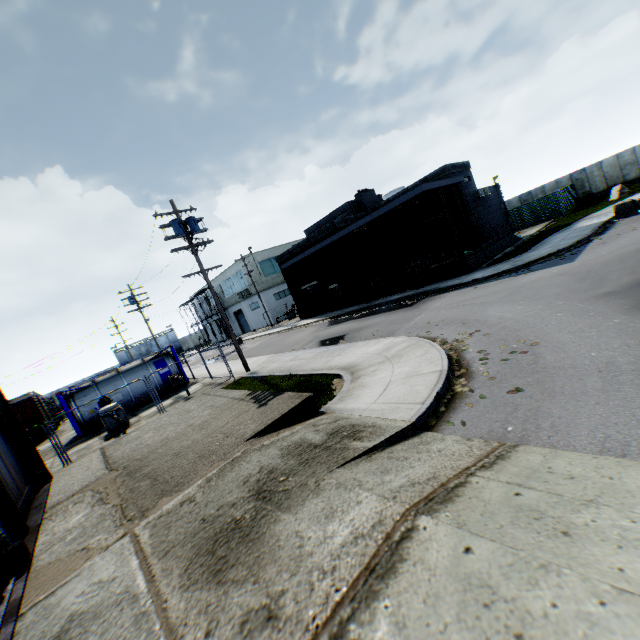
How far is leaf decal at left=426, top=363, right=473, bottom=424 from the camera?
6.2m

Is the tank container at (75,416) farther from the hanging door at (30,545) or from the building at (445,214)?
the hanging door at (30,545)

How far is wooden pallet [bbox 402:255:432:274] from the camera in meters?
22.3

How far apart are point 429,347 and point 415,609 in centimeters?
773cm

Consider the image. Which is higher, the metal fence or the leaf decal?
the metal fence

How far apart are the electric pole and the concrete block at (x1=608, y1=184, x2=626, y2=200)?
31.55m

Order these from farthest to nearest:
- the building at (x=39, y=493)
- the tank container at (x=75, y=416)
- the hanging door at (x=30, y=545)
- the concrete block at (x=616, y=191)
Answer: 1. the concrete block at (x=616, y=191)
2. the tank container at (x=75, y=416)
3. the building at (x=39, y=493)
4. the hanging door at (x=30, y=545)

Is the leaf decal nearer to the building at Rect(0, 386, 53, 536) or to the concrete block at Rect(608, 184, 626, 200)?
the building at Rect(0, 386, 53, 536)
